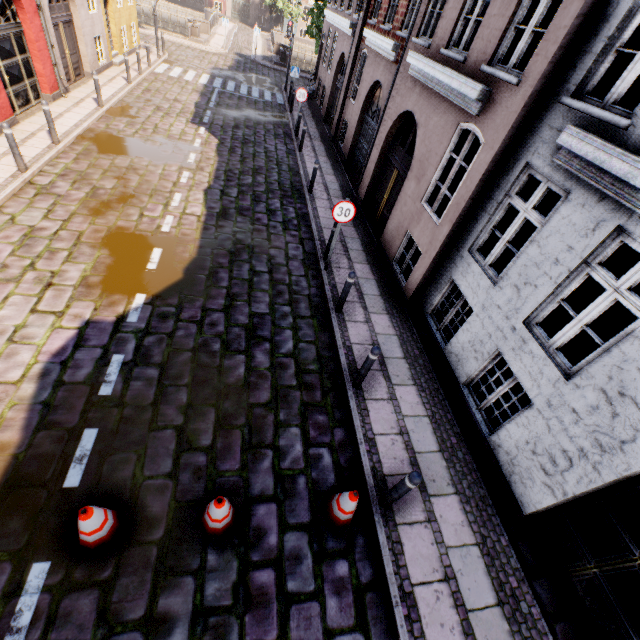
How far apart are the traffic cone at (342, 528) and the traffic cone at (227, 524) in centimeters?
106cm

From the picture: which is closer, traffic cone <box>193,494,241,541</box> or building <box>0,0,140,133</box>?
traffic cone <box>193,494,241,541</box>

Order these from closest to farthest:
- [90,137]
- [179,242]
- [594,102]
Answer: [594,102] < [179,242] < [90,137]

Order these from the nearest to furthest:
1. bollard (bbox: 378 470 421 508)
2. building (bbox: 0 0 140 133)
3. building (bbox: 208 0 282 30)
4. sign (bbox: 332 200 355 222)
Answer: bollard (bbox: 378 470 421 508), sign (bbox: 332 200 355 222), building (bbox: 0 0 140 133), building (bbox: 208 0 282 30)

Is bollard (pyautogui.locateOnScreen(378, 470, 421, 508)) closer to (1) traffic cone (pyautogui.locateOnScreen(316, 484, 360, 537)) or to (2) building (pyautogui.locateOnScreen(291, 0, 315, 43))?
(1) traffic cone (pyautogui.locateOnScreen(316, 484, 360, 537))

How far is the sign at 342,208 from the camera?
7.08m

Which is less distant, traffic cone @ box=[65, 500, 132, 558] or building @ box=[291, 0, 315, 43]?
traffic cone @ box=[65, 500, 132, 558]

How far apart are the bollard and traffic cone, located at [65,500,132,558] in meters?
3.3
